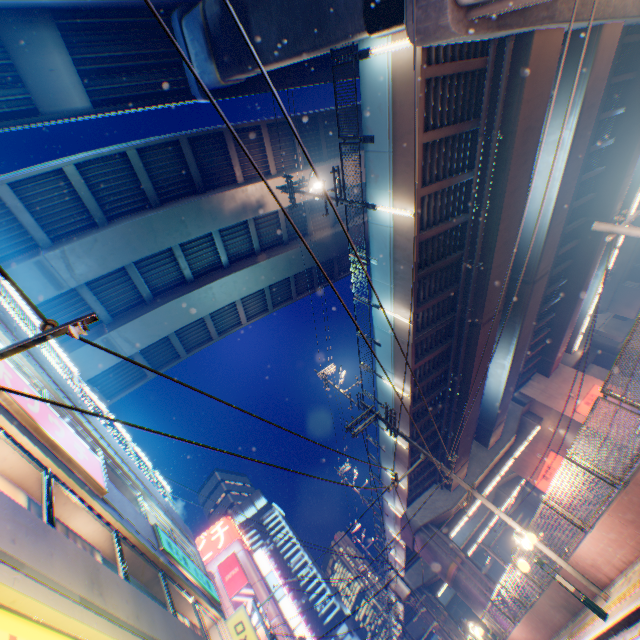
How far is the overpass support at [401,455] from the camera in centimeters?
2077cm

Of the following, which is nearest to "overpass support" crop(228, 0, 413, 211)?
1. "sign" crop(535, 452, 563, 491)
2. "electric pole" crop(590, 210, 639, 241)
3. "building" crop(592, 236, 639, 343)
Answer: "sign" crop(535, 452, 563, 491)

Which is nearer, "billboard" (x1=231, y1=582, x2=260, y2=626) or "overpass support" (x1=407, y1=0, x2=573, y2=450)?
"overpass support" (x1=407, y1=0, x2=573, y2=450)

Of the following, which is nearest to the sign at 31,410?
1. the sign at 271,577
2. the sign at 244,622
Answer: the sign at 244,622

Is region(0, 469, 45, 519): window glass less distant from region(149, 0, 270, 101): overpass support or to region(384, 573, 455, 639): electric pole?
region(149, 0, 270, 101): overpass support

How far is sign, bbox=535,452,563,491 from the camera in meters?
31.5 m

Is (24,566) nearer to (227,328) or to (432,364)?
(432,364)

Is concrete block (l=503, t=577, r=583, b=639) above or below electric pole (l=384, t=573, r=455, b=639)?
below
